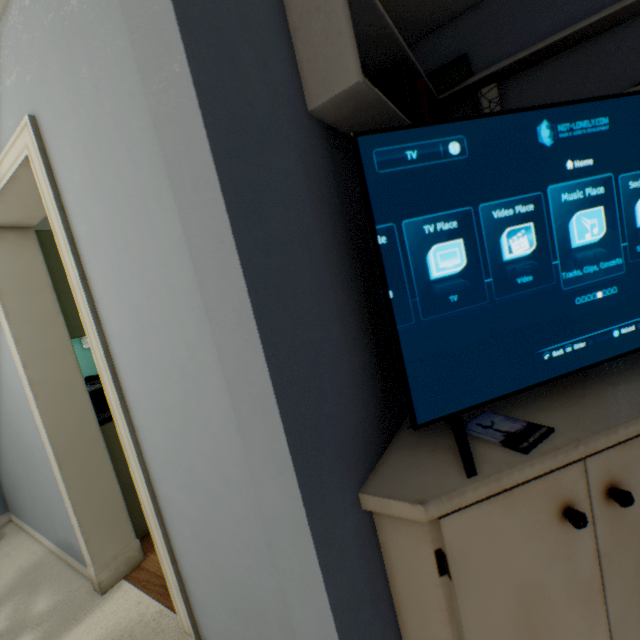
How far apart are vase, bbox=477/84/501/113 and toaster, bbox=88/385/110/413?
2.78m

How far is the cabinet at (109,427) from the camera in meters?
2.2

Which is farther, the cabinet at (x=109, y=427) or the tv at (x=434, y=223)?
the cabinet at (x=109, y=427)

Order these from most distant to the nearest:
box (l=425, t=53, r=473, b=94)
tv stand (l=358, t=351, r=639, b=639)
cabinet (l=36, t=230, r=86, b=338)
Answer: cabinet (l=36, t=230, r=86, b=338) < box (l=425, t=53, r=473, b=94) < tv stand (l=358, t=351, r=639, b=639)

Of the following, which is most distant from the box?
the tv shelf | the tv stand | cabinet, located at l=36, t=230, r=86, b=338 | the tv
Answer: cabinet, located at l=36, t=230, r=86, b=338

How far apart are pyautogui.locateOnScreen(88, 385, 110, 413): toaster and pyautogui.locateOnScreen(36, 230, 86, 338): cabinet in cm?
38

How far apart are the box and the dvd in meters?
1.5 m

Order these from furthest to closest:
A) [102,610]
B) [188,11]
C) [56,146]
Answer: [102,610]
[56,146]
[188,11]
